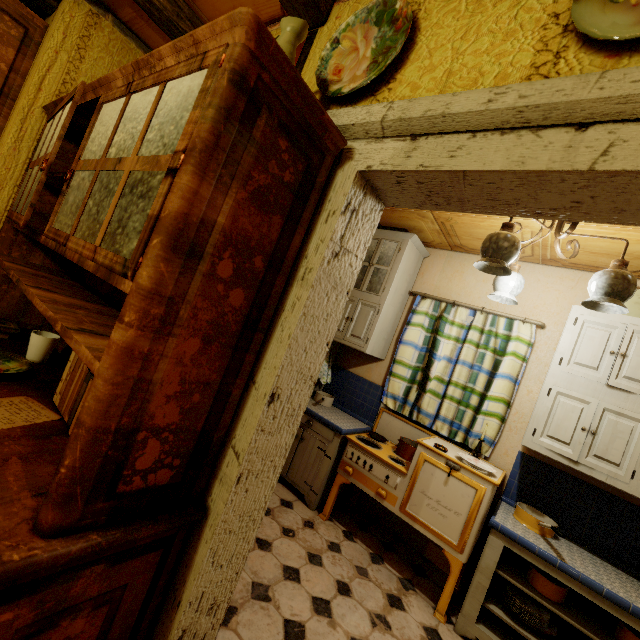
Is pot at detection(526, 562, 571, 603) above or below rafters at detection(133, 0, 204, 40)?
below

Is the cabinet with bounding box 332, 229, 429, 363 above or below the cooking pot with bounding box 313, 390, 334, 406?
above

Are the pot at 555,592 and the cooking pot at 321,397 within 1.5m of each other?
no

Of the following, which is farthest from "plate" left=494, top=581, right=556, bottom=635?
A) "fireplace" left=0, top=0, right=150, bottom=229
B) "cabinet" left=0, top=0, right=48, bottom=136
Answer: "cabinet" left=0, top=0, right=48, bottom=136

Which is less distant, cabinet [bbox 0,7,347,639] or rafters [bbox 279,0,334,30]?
cabinet [bbox 0,7,347,639]

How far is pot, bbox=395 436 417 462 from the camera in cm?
292

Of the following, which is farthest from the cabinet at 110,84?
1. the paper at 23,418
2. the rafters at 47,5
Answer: the rafters at 47,5

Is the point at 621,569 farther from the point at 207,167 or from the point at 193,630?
the point at 207,167
